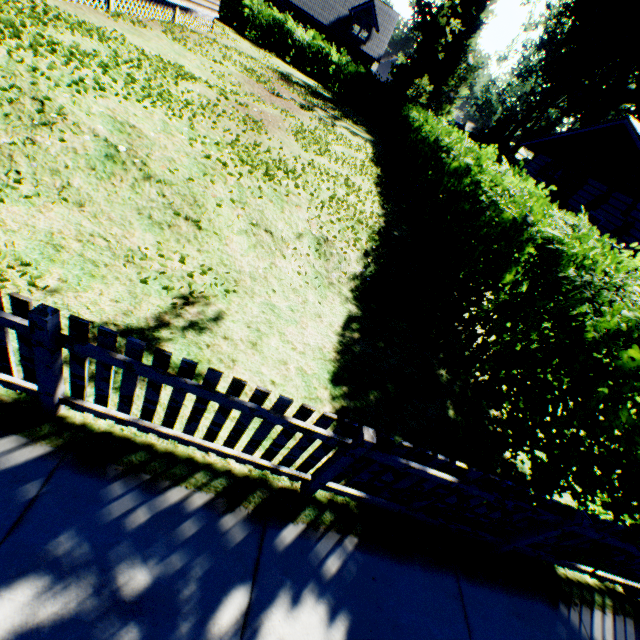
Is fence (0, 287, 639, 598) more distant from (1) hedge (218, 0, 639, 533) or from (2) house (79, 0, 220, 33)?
(2) house (79, 0, 220, 33)

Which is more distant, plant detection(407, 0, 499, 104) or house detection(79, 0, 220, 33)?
plant detection(407, 0, 499, 104)

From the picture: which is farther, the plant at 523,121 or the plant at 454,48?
the plant at 454,48

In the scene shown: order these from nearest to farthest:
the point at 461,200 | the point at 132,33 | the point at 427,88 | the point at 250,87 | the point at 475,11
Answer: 1. the point at 461,200
2. the point at 132,33
3. the point at 250,87
4. the point at 427,88
5. the point at 475,11

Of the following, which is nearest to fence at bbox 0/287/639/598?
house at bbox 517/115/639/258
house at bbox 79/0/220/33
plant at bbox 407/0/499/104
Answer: house at bbox 79/0/220/33

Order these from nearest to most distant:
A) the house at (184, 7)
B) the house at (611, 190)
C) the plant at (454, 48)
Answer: the house at (184, 7) → the house at (611, 190) → the plant at (454, 48)

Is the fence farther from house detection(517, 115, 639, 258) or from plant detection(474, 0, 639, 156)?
plant detection(474, 0, 639, 156)

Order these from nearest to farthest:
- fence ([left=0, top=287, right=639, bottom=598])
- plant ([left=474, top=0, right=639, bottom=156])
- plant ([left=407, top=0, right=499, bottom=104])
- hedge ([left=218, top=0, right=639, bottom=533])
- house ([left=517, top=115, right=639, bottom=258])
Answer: fence ([left=0, top=287, right=639, bottom=598])
hedge ([left=218, top=0, right=639, bottom=533])
house ([left=517, top=115, right=639, bottom=258])
plant ([left=474, top=0, right=639, bottom=156])
plant ([left=407, top=0, right=499, bottom=104])
